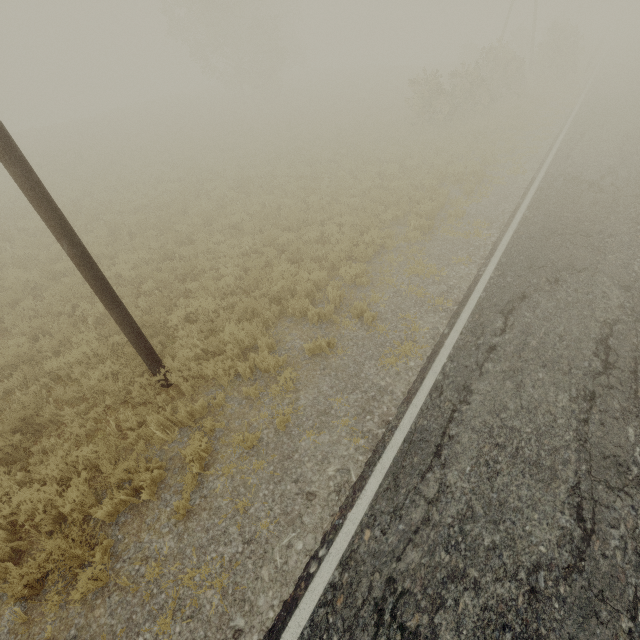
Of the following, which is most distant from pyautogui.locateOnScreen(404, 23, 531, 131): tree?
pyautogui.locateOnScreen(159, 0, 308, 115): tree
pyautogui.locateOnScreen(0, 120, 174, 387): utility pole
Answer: pyautogui.locateOnScreen(0, 120, 174, 387): utility pole

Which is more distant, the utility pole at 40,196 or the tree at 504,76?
the tree at 504,76

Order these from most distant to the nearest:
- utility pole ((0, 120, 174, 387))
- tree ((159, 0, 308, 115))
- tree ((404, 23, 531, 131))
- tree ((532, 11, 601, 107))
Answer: tree ((159, 0, 308, 115))
tree ((532, 11, 601, 107))
tree ((404, 23, 531, 131))
utility pole ((0, 120, 174, 387))

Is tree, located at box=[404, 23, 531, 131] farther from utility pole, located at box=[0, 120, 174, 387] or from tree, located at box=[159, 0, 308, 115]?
utility pole, located at box=[0, 120, 174, 387]

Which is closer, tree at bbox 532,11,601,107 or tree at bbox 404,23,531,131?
tree at bbox 404,23,531,131

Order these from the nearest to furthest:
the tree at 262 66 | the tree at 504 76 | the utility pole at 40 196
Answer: the utility pole at 40 196
the tree at 504 76
the tree at 262 66

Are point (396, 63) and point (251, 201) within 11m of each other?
no

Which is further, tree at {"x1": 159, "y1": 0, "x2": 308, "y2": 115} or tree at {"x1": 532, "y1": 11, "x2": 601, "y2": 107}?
tree at {"x1": 159, "y1": 0, "x2": 308, "y2": 115}
